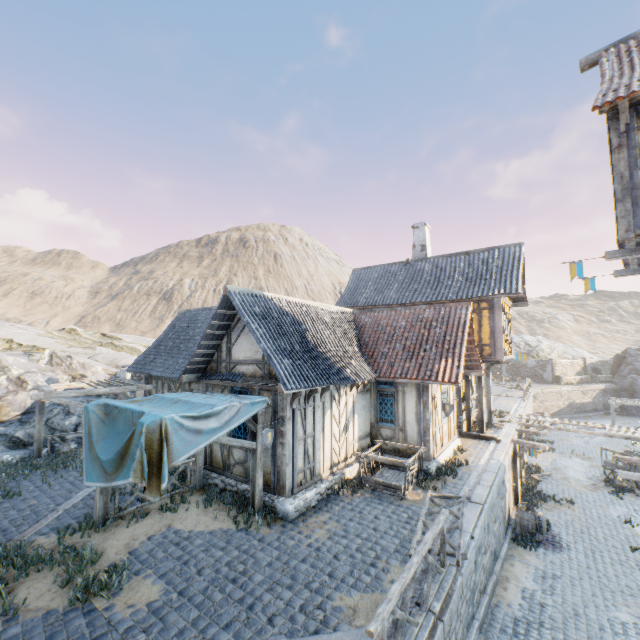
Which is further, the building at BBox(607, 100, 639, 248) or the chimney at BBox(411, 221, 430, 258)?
the chimney at BBox(411, 221, 430, 258)

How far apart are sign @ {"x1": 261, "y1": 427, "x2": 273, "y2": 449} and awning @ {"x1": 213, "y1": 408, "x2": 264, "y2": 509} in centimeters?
26cm

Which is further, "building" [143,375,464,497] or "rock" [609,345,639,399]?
"rock" [609,345,639,399]

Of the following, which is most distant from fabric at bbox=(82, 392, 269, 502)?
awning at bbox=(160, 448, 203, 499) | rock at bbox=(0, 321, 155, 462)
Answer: rock at bbox=(0, 321, 155, 462)

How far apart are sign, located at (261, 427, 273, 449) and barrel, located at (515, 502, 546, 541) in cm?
1167

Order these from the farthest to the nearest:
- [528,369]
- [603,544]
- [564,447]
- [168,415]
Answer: [528,369], [564,447], [603,544], [168,415]

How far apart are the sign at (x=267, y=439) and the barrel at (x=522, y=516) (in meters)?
11.67

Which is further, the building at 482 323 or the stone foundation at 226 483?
the building at 482 323
